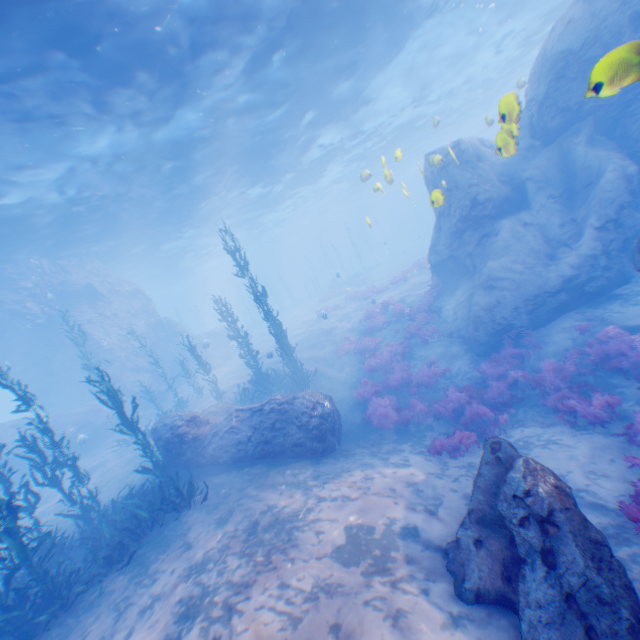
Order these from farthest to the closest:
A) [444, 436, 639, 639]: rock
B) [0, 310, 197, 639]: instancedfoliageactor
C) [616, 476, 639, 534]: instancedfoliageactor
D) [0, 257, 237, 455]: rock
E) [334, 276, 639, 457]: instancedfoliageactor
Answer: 1. [0, 257, 237, 455]: rock
2. [334, 276, 639, 457]: instancedfoliageactor
3. [0, 310, 197, 639]: instancedfoliageactor
4. [616, 476, 639, 534]: instancedfoliageactor
5. [444, 436, 639, 639]: rock

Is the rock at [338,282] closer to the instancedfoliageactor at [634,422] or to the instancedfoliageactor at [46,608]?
the instancedfoliageactor at [634,422]

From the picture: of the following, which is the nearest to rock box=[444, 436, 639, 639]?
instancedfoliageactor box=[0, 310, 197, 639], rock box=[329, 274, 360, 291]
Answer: instancedfoliageactor box=[0, 310, 197, 639]

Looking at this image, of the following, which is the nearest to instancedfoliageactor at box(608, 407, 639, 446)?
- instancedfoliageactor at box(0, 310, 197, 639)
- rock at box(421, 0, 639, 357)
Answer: rock at box(421, 0, 639, 357)

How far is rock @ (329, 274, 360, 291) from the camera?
39.6m

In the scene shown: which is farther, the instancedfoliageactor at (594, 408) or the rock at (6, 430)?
the rock at (6, 430)

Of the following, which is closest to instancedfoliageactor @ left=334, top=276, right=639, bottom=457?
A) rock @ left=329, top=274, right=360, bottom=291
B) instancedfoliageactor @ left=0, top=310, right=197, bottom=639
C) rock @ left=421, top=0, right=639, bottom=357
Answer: rock @ left=421, top=0, right=639, bottom=357

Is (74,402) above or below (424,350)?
above
